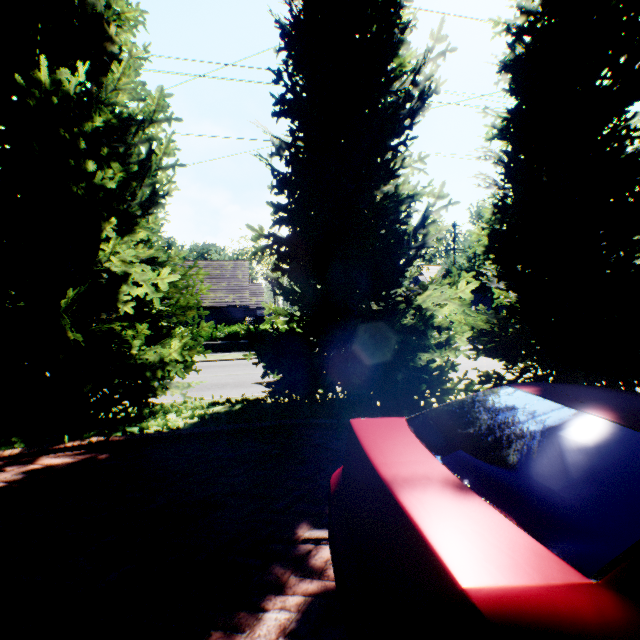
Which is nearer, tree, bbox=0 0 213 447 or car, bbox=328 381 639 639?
car, bbox=328 381 639 639

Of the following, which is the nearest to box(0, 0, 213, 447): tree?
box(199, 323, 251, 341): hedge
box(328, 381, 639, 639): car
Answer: box(328, 381, 639, 639): car

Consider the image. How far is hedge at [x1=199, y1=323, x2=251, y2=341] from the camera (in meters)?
23.51

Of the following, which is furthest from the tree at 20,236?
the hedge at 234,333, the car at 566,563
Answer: the hedge at 234,333

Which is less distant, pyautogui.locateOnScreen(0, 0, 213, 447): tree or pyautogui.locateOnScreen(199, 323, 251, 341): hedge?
pyautogui.locateOnScreen(0, 0, 213, 447): tree

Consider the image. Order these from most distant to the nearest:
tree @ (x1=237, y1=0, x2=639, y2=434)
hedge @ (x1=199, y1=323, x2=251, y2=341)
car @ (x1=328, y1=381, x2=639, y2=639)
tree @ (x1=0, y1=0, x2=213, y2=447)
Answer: hedge @ (x1=199, y1=323, x2=251, y2=341) → tree @ (x1=237, y1=0, x2=639, y2=434) → tree @ (x1=0, y1=0, x2=213, y2=447) → car @ (x1=328, y1=381, x2=639, y2=639)

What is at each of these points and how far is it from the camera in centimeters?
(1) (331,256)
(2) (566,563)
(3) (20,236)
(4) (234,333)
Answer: (1) tree, 553cm
(2) car, 106cm
(3) tree, 436cm
(4) hedge, 2402cm

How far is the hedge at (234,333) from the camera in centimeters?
2351cm
